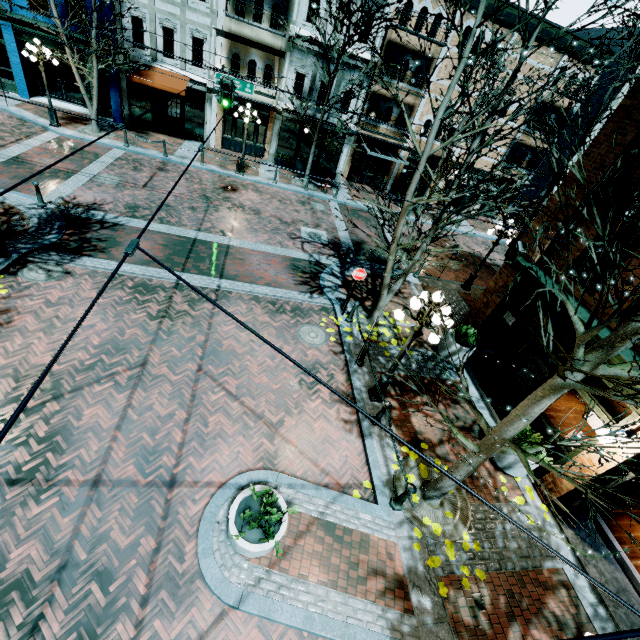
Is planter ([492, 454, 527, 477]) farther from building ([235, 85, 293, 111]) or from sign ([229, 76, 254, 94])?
building ([235, 85, 293, 111])

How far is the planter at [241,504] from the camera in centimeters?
523cm

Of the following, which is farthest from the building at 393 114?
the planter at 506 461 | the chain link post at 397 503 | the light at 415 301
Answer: the chain link post at 397 503

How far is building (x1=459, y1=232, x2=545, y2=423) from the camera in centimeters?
910cm

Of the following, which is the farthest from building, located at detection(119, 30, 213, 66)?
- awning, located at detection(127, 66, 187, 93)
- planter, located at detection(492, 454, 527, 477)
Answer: planter, located at detection(492, 454, 527, 477)

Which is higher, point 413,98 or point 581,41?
point 581,41

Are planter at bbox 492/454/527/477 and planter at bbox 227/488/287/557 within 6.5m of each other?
yes

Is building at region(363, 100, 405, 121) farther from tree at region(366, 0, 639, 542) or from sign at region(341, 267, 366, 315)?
sign at region(341, 267, 366, 315)
